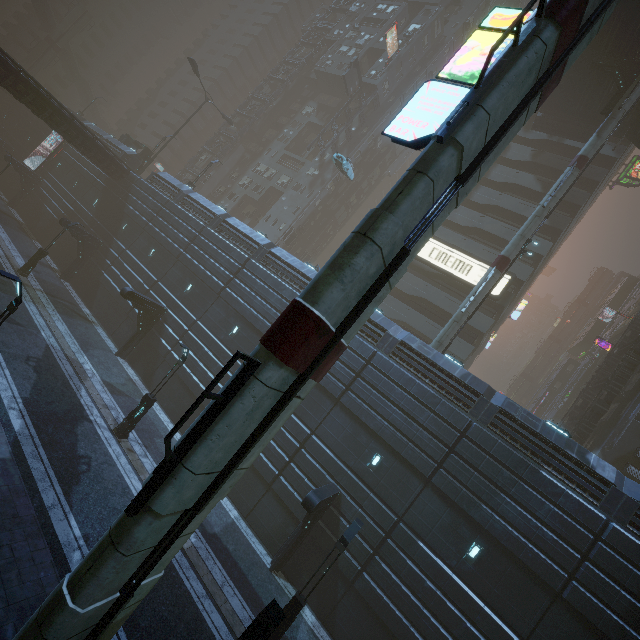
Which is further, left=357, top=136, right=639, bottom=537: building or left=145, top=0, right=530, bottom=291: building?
left=145, top=0, right=530, bottom=291: building

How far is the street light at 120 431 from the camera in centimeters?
A: 1617cm

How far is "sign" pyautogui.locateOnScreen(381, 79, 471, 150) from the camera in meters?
7.6

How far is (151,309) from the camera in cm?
2355

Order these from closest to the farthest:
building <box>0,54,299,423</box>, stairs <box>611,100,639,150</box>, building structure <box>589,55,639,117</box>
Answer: building <box>0,54,299,423</box> → building structure <box>589,55,639,117</box> → stairs <box>611,100,639,150</box>

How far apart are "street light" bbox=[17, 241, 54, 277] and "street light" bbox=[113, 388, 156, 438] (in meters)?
16.72

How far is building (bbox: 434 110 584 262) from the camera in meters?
30.9

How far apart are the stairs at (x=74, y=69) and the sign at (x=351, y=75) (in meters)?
53.51
